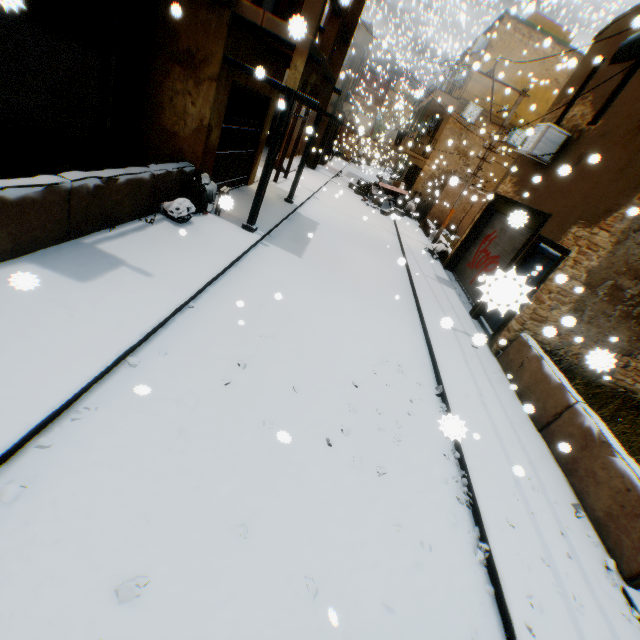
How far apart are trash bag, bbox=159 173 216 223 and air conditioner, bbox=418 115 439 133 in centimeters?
2106cm

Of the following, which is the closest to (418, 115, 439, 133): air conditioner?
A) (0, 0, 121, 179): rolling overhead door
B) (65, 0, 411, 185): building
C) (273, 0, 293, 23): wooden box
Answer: (65, 0, 411, 185): building

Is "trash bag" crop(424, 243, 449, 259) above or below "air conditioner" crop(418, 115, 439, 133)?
below

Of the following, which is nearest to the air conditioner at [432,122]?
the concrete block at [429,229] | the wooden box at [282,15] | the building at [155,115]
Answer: the building at [155,115]

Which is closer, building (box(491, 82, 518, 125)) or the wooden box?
the wooden box

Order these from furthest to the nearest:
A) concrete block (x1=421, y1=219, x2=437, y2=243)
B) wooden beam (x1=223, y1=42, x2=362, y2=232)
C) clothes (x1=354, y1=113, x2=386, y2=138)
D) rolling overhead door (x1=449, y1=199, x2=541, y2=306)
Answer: clothes (x1=354, y1=113, x2=386, y2=138) → concrete block (x1=421, y1=219, x2=437, y2=243) → rolling overhead door (x1=449, y1=199, x2=541, y2=306) → wooden beam (x1=223, y1=42, x2=362, y2=232)

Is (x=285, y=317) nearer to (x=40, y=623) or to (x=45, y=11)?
(x=40, y=623)

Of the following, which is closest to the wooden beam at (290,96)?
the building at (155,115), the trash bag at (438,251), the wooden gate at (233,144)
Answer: the building at (155,115)
